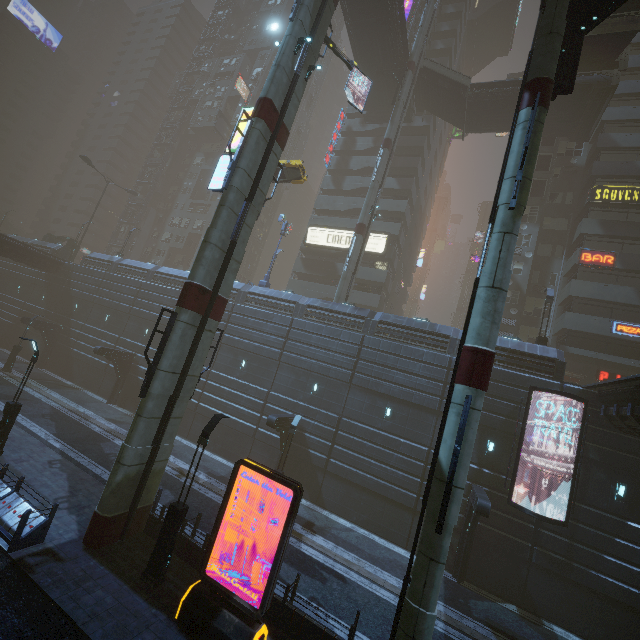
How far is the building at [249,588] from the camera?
11.1m

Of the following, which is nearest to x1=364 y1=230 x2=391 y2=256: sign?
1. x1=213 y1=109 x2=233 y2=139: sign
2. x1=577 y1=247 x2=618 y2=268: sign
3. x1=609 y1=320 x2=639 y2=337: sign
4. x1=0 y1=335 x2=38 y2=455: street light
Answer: x1=0 y1=335 x2=38 y2=455: street light

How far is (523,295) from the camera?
30.3 meters

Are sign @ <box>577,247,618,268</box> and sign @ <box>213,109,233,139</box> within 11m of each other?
no

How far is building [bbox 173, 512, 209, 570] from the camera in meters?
12.1 m

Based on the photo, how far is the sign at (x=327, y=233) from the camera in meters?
38.6 m

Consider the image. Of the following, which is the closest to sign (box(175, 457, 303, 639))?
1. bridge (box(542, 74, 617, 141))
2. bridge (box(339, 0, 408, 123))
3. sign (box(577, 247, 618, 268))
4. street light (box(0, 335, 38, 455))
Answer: street light (box(0, 335, 38, 455))

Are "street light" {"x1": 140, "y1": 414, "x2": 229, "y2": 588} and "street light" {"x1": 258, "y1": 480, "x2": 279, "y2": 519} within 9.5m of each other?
yes
